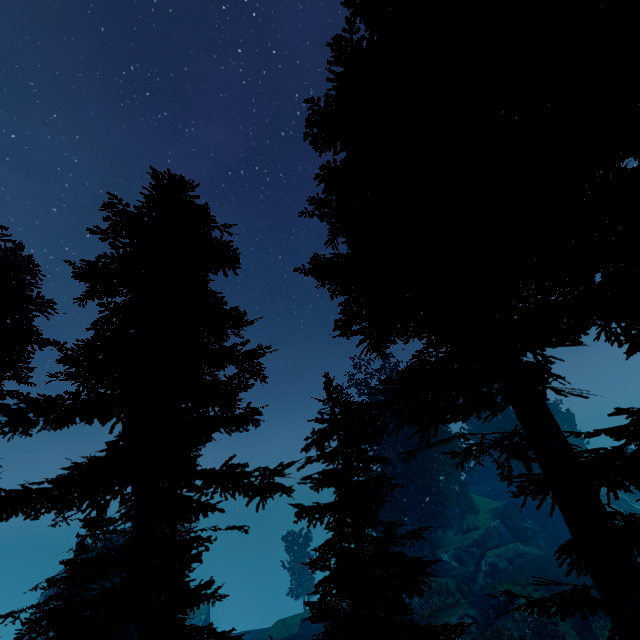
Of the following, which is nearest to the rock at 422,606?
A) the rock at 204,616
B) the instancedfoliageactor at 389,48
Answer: the instancedfoliageactor at 389,48

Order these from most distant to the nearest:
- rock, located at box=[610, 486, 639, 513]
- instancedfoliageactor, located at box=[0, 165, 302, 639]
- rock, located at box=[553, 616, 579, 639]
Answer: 1. rock, located at box=[610, 486, 639, 513]
2. rock, located at box=[553, 616, 579, 639]
3. instancedfoliageactor, located at box=[0, 165, 302, 639]

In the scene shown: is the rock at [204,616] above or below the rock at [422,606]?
below

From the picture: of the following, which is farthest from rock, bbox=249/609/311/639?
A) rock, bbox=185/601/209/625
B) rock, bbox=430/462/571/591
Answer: rock, bbox=185/601/209/625

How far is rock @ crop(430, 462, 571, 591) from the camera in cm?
2822

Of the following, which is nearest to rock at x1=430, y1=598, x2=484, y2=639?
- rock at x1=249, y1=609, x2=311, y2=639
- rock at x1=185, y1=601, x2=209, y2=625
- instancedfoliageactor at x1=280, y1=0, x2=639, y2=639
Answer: instancedfoliageactor at x1=280, y1=0, x2=639, y2=639

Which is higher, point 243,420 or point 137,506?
point 243,420
